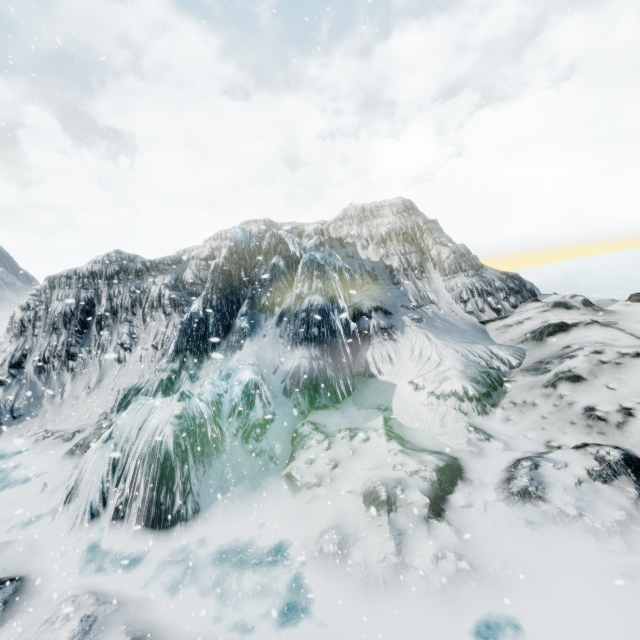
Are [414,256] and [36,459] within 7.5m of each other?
no
